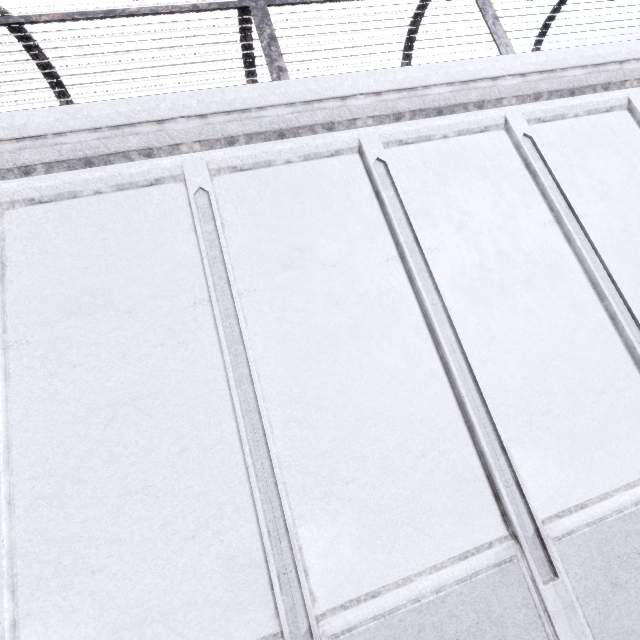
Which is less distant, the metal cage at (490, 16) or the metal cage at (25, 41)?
the metal cage at (25, 41)

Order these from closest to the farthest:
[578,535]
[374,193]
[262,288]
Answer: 1. [578,535]
2. [262,288]
3. [374,193]

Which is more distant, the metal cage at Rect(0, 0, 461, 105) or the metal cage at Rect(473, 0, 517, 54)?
the metal cage at Rect(473, 0, 517, 54)
